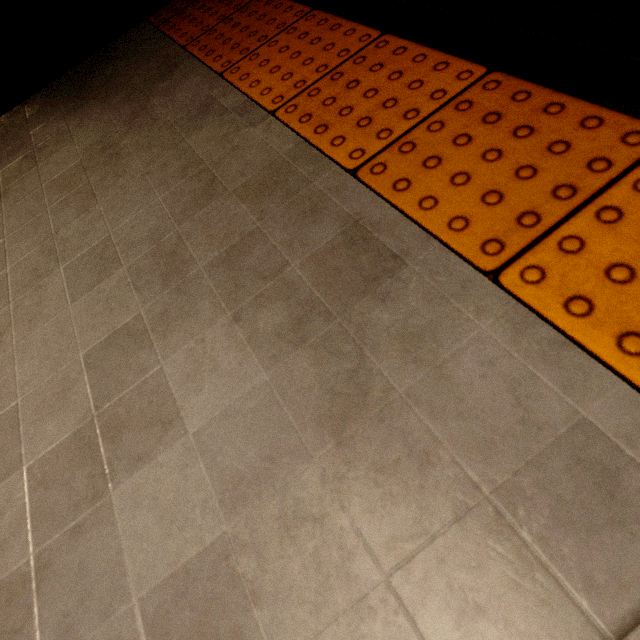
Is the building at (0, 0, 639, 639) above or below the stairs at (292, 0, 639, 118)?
below

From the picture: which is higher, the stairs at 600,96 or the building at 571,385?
the stairs at 600,96

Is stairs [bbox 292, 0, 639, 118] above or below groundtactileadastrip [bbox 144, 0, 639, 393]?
above

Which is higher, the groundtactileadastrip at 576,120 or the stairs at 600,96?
the stairs at 600,96

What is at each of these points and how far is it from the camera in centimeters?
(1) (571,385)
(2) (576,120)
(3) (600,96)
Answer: (1) building, 51cm
(2) groundtactileadastrip, 73cm
(3) stairs, 73cm
